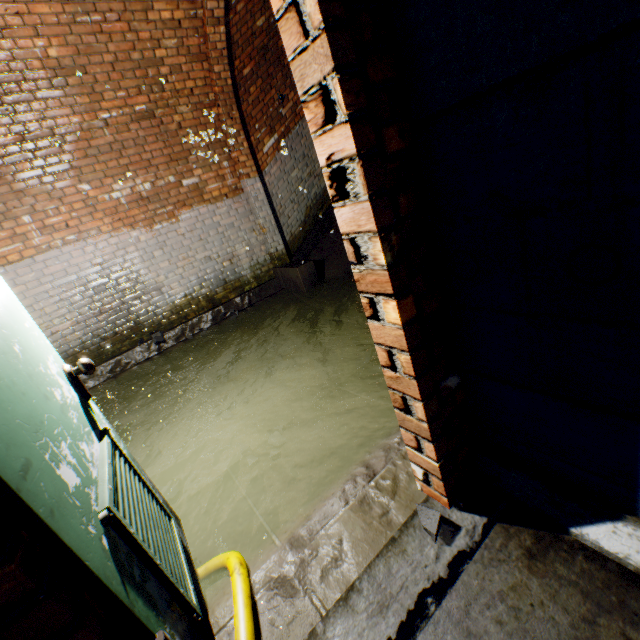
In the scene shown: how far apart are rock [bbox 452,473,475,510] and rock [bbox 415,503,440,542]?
0.1m

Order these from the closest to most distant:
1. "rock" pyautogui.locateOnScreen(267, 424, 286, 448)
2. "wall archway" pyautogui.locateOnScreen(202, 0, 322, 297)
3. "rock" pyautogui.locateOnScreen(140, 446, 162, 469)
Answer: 1. "rock" pyautogui.locateOnScreen(267, 424, 286, 448)
2. "rock" pyautogui.locateOnScreen(140, 446, 162, 469)
3. "wall archway" pyautogui.locateOnScreen(202, 0, 322, 297)

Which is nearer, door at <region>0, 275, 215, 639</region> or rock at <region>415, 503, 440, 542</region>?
door at <region>0, 275, 215, 639</region>

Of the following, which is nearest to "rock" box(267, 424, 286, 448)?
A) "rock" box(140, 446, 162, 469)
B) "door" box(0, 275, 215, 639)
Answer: "door" box(0, 275, 215, 639)

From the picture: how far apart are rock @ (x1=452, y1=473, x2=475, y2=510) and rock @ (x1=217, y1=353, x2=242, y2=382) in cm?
339

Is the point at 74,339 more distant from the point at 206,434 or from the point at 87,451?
the point at 87,451

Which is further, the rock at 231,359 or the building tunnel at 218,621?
the rock at 231,359

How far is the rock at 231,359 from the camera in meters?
4.3
